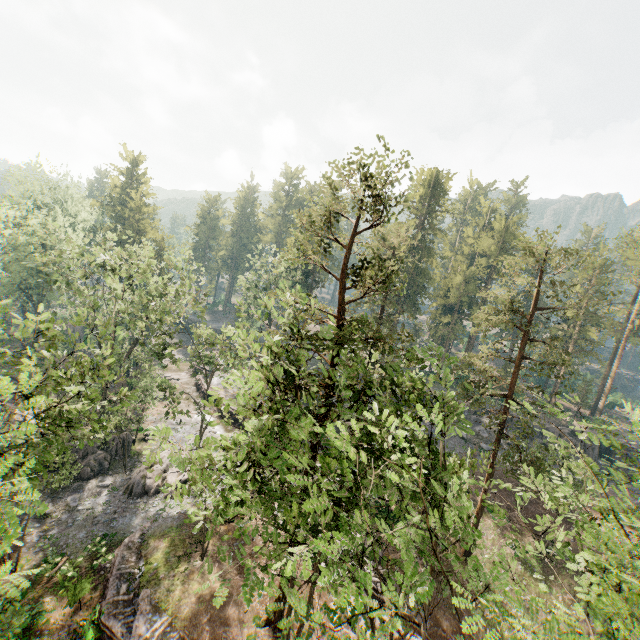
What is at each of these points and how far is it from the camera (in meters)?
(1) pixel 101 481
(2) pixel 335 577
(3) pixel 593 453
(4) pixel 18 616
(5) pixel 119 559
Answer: (1) rock, 27.27
(2) foliage, 6.41
(3) rock, 40.09
(4) foliage, 11.44
(5) ground embankment, 21.33

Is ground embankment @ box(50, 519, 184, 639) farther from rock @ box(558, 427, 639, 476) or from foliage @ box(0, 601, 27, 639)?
rock @ box(558, 427, 639, 476)

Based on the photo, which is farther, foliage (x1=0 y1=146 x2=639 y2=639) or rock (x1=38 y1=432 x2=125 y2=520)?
rock (x1=38 y1=432 x2=125 y2=520)

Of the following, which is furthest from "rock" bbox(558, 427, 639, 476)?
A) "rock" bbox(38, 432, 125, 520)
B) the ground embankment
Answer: the ground embankment

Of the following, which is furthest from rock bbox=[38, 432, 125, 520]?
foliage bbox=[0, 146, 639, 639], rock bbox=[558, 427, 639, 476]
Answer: rock bbox=[558, 427, 639, 476]

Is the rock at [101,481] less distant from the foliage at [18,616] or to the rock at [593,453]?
the foliage at [18,616]

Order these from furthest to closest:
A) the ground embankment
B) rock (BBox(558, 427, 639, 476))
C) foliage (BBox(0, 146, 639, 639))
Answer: rock (BBox(558, 427, 639, 476)) → the ground embankment → foliage (BBox(0, 146, 639, 639))

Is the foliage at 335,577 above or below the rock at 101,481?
above
